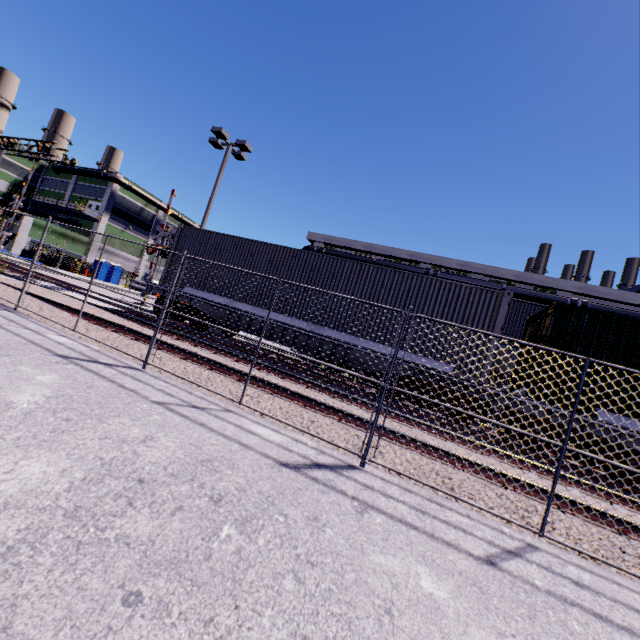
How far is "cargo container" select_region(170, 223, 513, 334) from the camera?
9.09m

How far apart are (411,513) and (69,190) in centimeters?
6185cm

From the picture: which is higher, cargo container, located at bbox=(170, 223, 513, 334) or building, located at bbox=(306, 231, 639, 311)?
building, located at bbox=(306, 231, 639, 311)

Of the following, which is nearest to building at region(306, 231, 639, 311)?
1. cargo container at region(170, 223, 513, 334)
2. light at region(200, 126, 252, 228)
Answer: cargo container at region(170, 223, 513, 334)

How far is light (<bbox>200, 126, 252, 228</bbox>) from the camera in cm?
1630

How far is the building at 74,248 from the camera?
39.8 meters

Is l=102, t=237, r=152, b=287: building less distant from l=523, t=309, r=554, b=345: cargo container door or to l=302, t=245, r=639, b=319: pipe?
l=302, t=245, r=639, b=319: pipe
